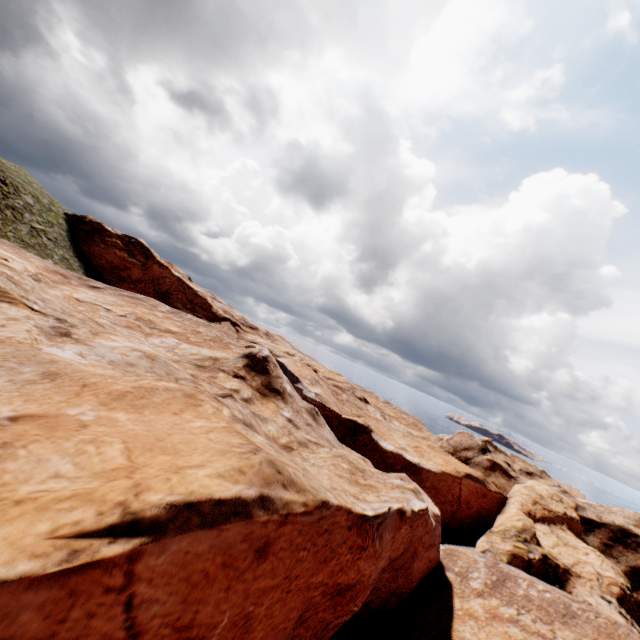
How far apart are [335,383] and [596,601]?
29.3m
